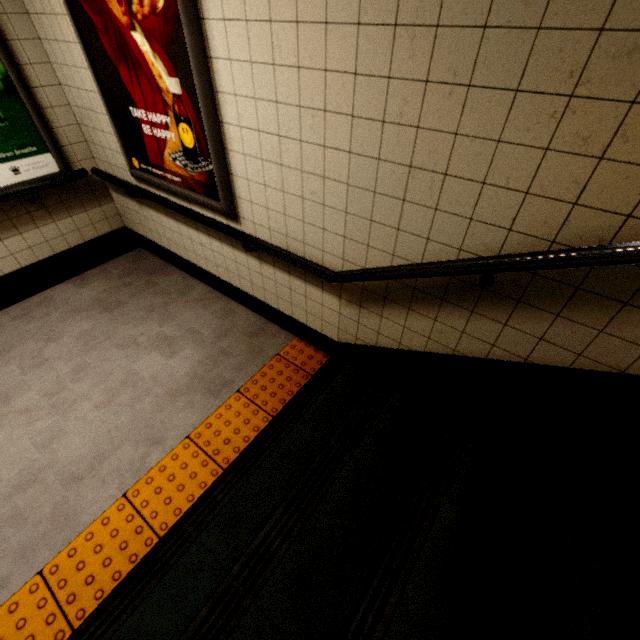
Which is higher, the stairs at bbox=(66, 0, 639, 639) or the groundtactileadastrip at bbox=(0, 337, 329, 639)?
the stairs at bbox=(66, 0, 639, 639)

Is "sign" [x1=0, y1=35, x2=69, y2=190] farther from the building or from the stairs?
the stairs

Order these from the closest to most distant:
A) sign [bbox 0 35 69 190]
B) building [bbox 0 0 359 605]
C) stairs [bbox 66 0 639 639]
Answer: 1. stairs [bbox 66 0 639 639]
2. building [bbox 0 0 359 605]
3. sign [bbox 0 35 69 190]

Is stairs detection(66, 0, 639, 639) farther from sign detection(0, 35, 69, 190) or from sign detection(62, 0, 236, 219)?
sign detection(0, 35, 69, 190)

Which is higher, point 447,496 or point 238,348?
point 447,496

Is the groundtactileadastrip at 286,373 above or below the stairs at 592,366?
below

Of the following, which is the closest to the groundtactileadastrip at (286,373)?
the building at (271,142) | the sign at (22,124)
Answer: the building at (271,142)

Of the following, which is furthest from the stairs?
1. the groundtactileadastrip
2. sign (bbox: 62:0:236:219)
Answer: sign (bbox: 62:0:236:219)
